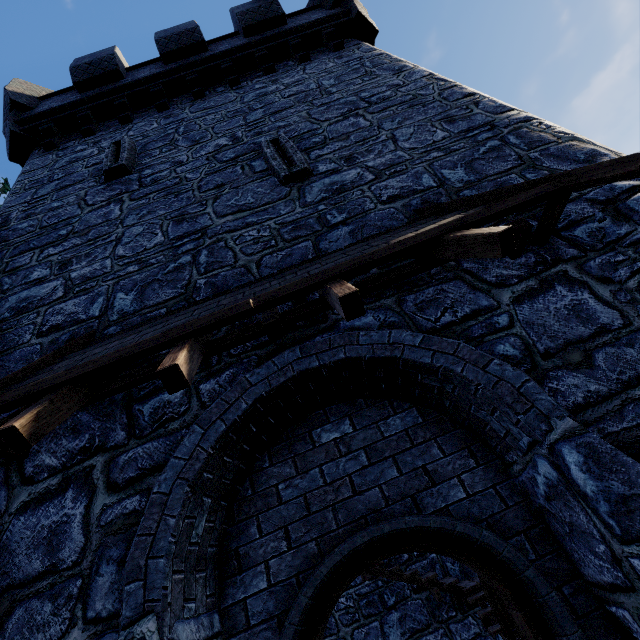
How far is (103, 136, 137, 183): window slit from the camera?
6.3 meters

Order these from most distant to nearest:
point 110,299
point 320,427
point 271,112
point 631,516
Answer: point 271,112
point 110,299
point 320,427
point 631,516

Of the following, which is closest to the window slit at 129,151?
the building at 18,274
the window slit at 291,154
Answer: the building at 18,274

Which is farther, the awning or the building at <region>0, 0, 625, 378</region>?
the building at <region>0, 0, 625, 378</region>

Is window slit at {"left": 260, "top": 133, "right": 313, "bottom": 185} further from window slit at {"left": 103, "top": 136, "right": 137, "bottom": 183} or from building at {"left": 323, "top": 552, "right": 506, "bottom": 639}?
window slit at {"left": 103, "top": 136, "right": 137, "bottom": 183}

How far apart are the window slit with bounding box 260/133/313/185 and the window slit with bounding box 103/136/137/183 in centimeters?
256cm

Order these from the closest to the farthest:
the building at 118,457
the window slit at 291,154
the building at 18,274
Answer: the building at 118,457 < the building at 18,274 < the window slit at 291,154
